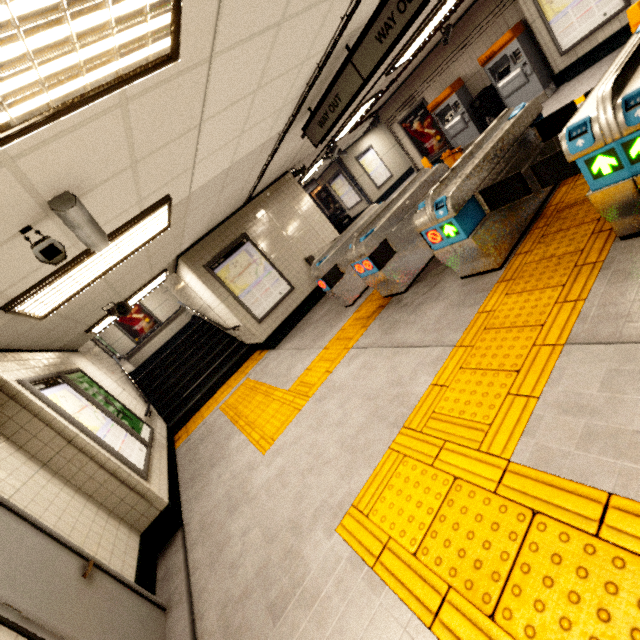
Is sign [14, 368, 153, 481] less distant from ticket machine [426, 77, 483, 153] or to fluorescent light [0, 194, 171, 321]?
fluorescent light [0, 194, 171, 321]

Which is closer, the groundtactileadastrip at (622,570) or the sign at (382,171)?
the groundtactileadastrip at (622,570)

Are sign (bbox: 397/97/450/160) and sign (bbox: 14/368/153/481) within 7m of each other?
no

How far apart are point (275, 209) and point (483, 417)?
7.2m

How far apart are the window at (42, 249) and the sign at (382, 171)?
14.5m

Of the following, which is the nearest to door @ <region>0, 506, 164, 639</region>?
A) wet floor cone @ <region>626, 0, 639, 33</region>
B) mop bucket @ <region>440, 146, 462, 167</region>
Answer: wet floor cone @ <region>626, 0, 639, 33</region>

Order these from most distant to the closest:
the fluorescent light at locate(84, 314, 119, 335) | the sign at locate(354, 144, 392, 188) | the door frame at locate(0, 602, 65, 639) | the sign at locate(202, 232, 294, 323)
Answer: the sign at locate(354, 144, 392, 188)
the sign at locate(202, 232, 294, 323)
the fluorescent light at locate(84, 314, 119, 335)
the door frame at locate(0, 602, 65, 639)

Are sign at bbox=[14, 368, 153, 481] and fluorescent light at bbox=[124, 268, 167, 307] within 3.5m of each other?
yes
